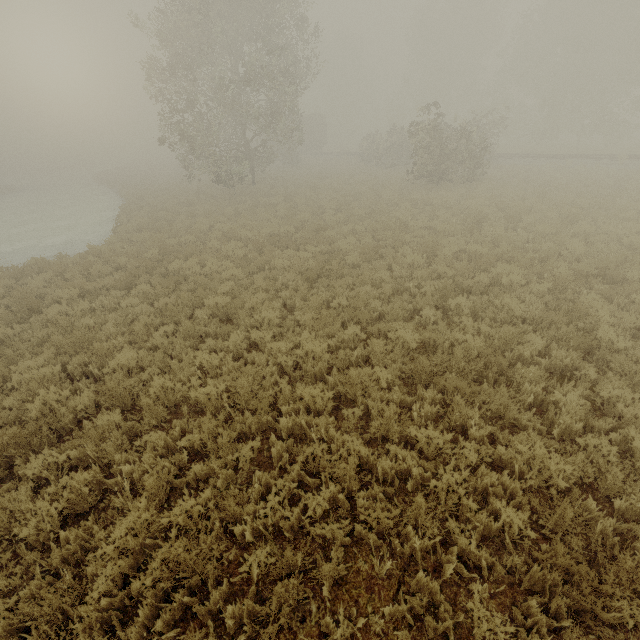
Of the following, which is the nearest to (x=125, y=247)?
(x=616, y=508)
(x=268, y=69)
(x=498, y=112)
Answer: (x=268, y=69)

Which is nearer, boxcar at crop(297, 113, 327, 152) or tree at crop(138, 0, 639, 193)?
tree at crop(138, 0, 639, 193)

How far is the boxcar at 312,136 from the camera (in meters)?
44.07

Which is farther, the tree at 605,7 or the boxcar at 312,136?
the boxcar at 312,136

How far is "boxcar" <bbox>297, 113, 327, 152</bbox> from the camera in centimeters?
4407cm
